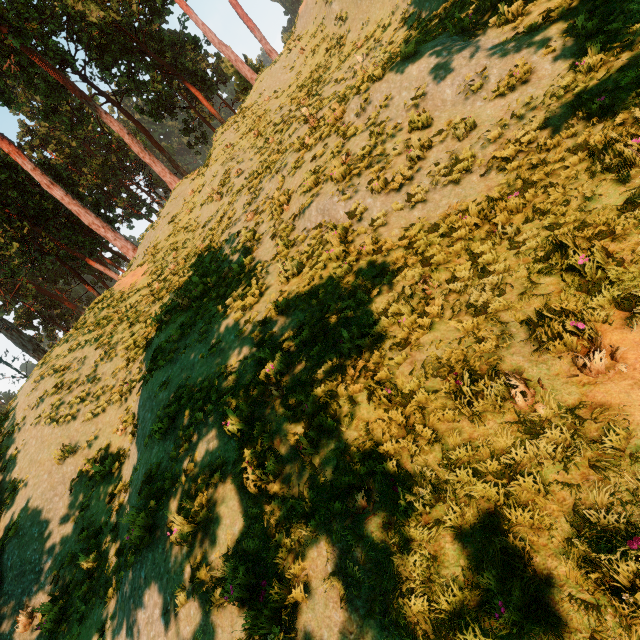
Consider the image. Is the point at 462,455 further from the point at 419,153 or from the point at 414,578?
the point at 419,153

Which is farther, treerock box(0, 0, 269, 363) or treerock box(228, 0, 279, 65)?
treerock box(228, 0, 279, 65)

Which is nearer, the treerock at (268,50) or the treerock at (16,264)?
the treerock at (16,264)
